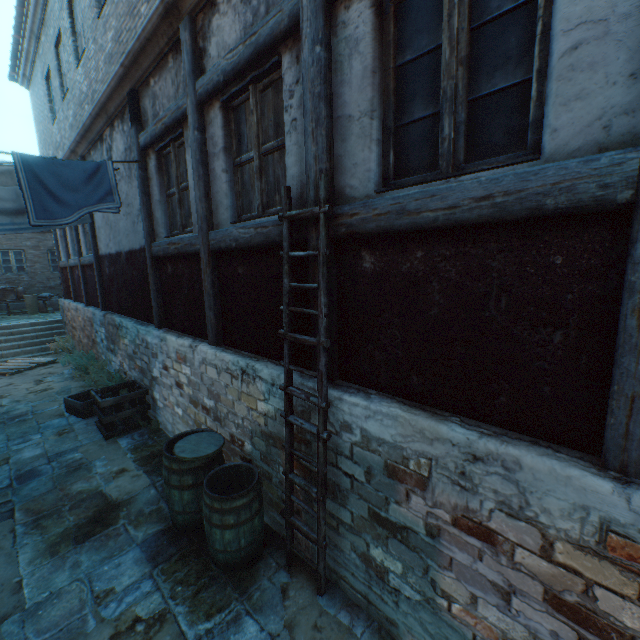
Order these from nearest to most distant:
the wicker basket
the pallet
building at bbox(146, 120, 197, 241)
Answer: building at bbox(146, 120, 197, 241) → the pallet → the wicker basket

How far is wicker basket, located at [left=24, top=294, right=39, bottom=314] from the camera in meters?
15.3

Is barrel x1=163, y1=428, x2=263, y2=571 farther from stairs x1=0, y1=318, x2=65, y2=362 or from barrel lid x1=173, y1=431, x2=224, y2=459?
stairs x1=0, y1=318, x2=65, y2=362

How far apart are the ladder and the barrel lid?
0.9 meters

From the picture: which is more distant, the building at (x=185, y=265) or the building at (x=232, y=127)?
the building at (x=185, y=265)

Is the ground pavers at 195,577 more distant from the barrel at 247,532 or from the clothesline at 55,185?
the clothesline at 55,185

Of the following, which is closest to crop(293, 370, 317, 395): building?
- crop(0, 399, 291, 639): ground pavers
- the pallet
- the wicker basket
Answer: crop(0, 399, 291, 639): ground pavers

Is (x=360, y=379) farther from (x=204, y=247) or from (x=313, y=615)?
(x=204, y=247)
